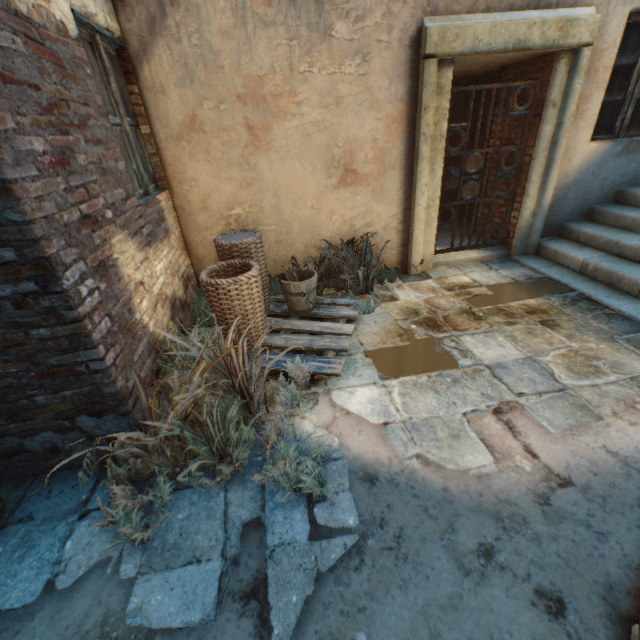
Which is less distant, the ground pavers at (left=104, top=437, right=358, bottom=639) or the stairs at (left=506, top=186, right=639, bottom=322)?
the ground pavers at (left=104, top=437, right=358, bottom=639)

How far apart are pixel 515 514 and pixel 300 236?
3.6m

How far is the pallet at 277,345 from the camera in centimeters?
293cm

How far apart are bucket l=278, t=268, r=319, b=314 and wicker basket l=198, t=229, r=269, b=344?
0.4m

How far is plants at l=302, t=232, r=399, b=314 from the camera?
3.8 meters

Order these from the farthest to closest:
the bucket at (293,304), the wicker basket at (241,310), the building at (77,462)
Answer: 1. the bucket at (293,304)
2. the wicker basket at (241,310)
3. the building at (77,462)

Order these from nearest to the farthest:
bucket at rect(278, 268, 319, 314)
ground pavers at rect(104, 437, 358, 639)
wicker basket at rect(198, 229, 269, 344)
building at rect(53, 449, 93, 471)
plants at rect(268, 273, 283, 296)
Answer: ground pavers at rect(104, 437, 358, 639) → building at rect(53, 449, 93, 471) → wicker basket at rect(198, 229, 269, 344) → bucket at rect(278, 268, 319, 314) → plants at rect(268, 273, 283, 296)
